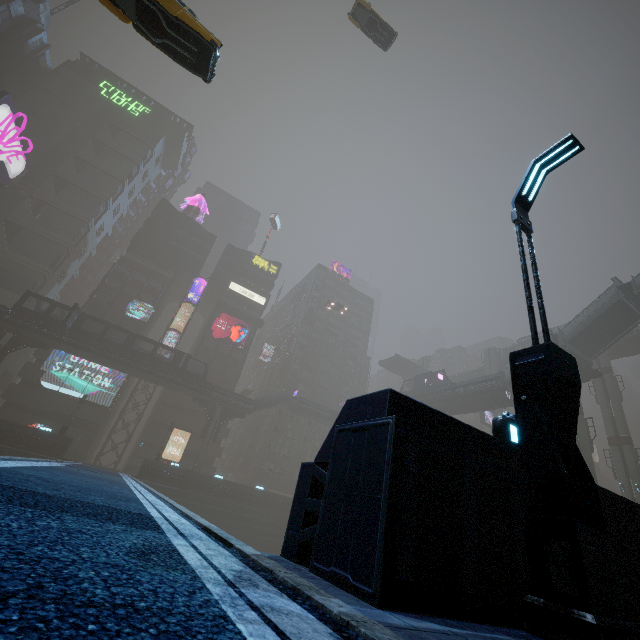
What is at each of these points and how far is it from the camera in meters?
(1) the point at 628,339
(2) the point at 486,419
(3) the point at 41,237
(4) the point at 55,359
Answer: (1) bridge, 42.9 m
(2) sign, 50.0 m
(3) building, 52.9 m
(4) sign, 43.8 m

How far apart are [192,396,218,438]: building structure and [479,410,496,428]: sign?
39.65m

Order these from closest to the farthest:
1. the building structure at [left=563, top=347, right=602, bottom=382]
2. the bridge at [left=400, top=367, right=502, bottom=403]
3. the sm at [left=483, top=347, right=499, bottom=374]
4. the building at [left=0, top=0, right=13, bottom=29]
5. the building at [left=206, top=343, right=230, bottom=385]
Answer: the building structure at [left=563, top=347, right=602, bottom=382]
the bridge at [left=400, top=367, right=502, bottom=403]
the building at [left=206, top=343, right=230, bottom=385]
the sm at [left=483, top=347, right=499, bottom=374]
the building at [left=0, top=0, right=13, bottom=29]

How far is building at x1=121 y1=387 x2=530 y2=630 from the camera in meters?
3.1

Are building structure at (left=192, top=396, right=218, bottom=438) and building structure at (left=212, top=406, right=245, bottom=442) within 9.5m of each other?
yes

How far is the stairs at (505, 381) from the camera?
35.2m

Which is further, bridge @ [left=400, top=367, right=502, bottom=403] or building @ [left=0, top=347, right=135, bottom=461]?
bridge @ [left=400, top=367, right=502, bottom=403]

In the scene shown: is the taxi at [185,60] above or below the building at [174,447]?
above
